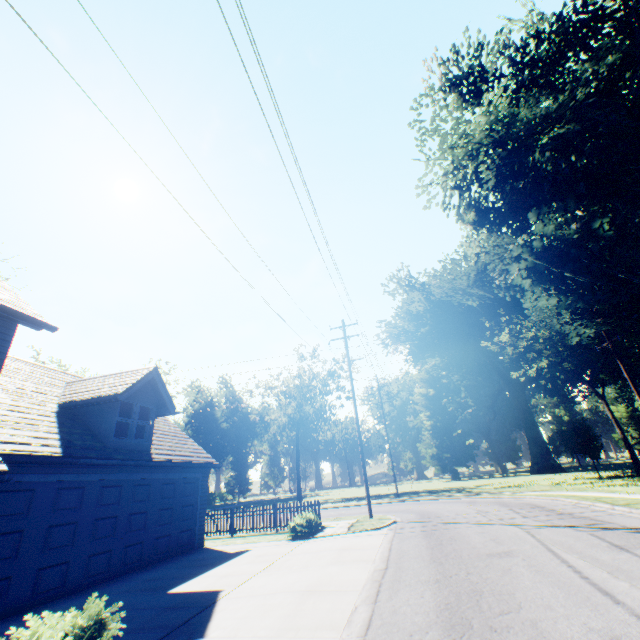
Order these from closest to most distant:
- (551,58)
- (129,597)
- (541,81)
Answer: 1. (129,597)
2. (551,58)
3. (541,81)

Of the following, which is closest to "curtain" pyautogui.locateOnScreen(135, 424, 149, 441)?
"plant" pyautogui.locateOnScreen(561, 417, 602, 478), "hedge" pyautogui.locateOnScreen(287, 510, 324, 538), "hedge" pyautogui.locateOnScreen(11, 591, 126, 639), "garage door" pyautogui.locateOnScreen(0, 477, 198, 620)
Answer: "garage door" pyautogui.locateOnScreen(0, 477, 198, 620)

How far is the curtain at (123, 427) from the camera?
11.6 meters

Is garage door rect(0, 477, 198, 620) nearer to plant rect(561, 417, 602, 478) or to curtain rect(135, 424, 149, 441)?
curtain rect(135, 424, 149, 441)

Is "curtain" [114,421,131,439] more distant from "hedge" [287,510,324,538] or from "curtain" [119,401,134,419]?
"hedge" [287,510,324,538]

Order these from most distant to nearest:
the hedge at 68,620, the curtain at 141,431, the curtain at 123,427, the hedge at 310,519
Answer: the hedge at 310,519 < the curtain at 141,431 < the curtain at 123,427 < the hedge at 68,620

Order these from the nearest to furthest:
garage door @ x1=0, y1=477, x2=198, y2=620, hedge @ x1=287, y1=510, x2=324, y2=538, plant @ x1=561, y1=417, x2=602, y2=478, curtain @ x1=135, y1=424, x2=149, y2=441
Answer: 1. garage door @ x1=0, y1=477, x2=198, y2=620
2. curtain @ x1=135, y1=424, x2=149, y2=441
3. hedge @ x1=287, y1=510, x2=324, y2=538
4. plant @ x1=561, y1=417, x2=602, y2=478

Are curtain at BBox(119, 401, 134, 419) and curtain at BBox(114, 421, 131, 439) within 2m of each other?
yes
